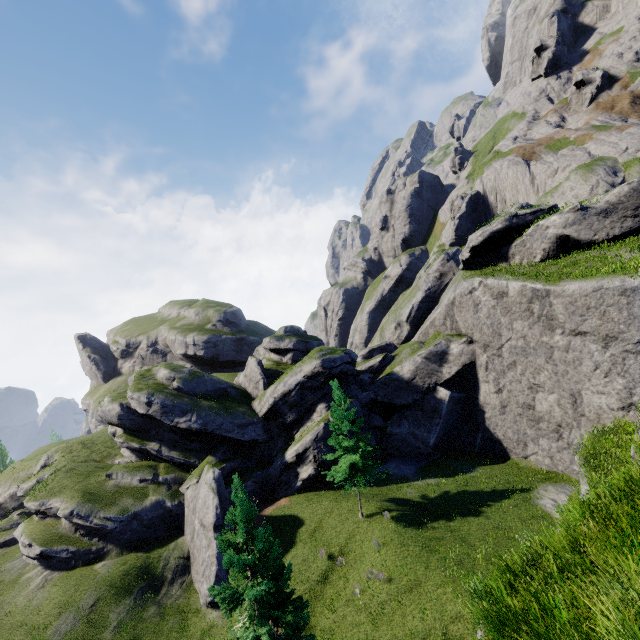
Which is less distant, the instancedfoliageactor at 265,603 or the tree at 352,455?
the instancedfoliageactor at 265,603

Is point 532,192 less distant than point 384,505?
No

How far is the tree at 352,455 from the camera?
23.75m

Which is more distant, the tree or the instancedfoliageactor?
the tree

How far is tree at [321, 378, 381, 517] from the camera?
23.8m
